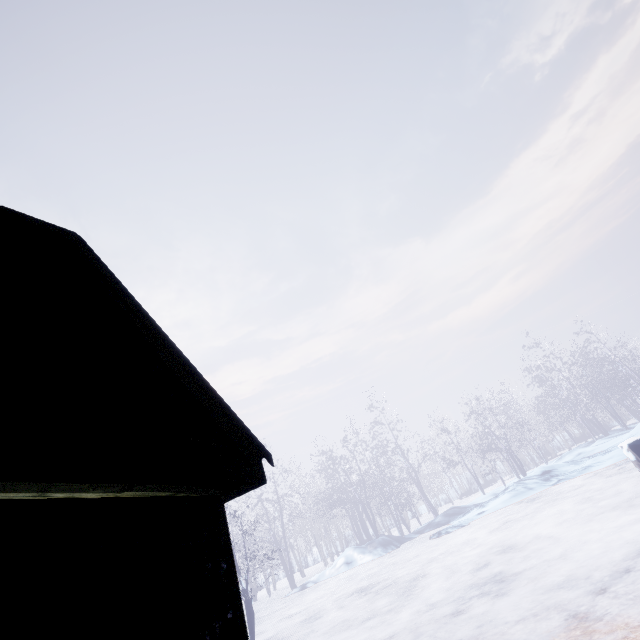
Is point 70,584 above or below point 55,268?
below
